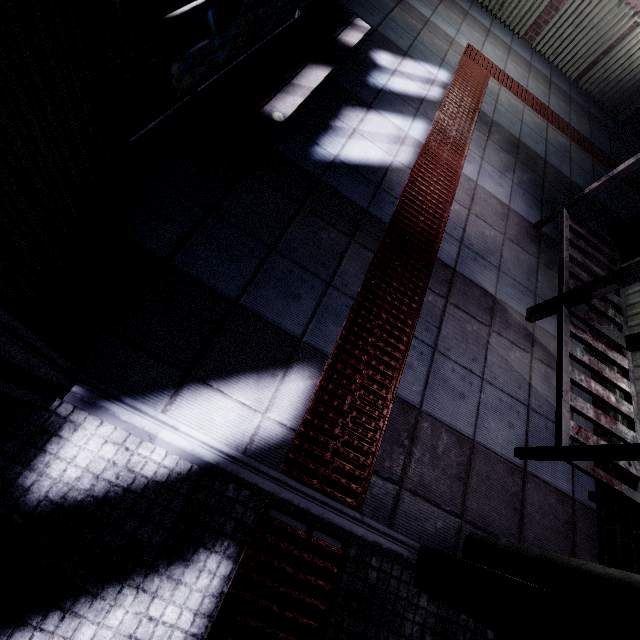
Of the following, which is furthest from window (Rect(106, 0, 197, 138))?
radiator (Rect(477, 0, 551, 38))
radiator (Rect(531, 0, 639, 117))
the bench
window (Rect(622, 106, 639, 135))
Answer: window (Rect(622, 106, 639, 135))

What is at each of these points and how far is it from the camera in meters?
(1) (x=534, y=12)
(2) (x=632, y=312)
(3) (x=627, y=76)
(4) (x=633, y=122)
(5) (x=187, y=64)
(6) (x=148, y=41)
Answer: (1) radiator, 4.3
(2) radiator, 2.2
(3) radiator, 4.4
(4) window, 4.8
(5) bench, 1.4
(6) window, 1.4

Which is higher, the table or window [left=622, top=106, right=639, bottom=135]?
the table

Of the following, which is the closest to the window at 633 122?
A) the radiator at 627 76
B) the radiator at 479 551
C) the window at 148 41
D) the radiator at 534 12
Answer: the radiator at 627 76

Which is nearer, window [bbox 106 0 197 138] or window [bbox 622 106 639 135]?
window [bbox 106 0 197 138]

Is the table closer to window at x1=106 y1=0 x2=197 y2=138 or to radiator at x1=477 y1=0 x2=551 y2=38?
window at x1=106 y1=0 x2=197 y2=138

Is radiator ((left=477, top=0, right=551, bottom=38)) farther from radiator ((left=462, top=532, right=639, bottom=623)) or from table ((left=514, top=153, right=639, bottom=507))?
radiator ((left=462, top=532, right=639, bottom=623))

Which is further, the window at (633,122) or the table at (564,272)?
the window at (633,122)
